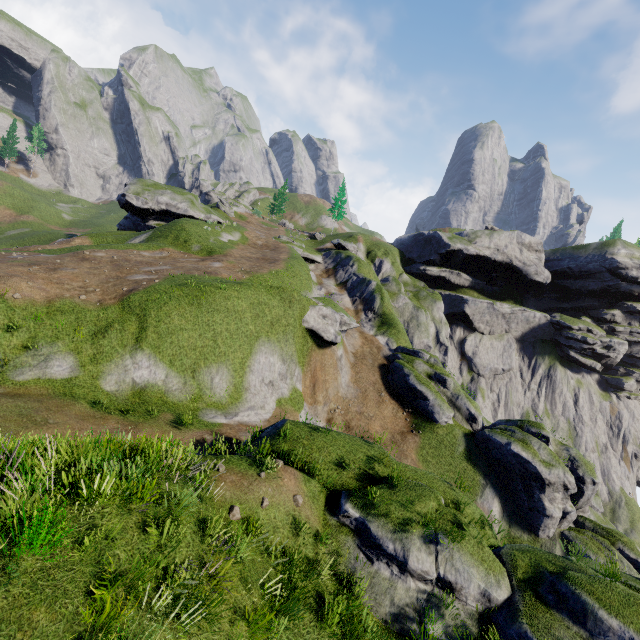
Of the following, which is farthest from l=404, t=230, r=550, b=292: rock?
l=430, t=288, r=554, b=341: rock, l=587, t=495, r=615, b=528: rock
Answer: l=587, t=495, r=615, b=528: rock

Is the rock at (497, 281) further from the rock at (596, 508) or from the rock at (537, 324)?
the rock at (596, 508)

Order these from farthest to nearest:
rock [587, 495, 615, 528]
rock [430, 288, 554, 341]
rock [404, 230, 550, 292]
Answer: rock [404, 230, 550, 292] → rock [430, 288, 554, 341] → rock [587, 495, 615, 528]

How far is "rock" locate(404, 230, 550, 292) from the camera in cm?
5516

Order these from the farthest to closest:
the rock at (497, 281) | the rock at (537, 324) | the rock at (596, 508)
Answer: the rock at (497, 281) → the rock at (537, 324) → the rock at (596, 508)

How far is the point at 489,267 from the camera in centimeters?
5709cm

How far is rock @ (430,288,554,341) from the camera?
54.2 meters

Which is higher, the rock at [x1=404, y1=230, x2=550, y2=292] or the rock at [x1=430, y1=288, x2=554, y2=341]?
the rock at [x1=404, y1=230, x2=550, y2=292]
